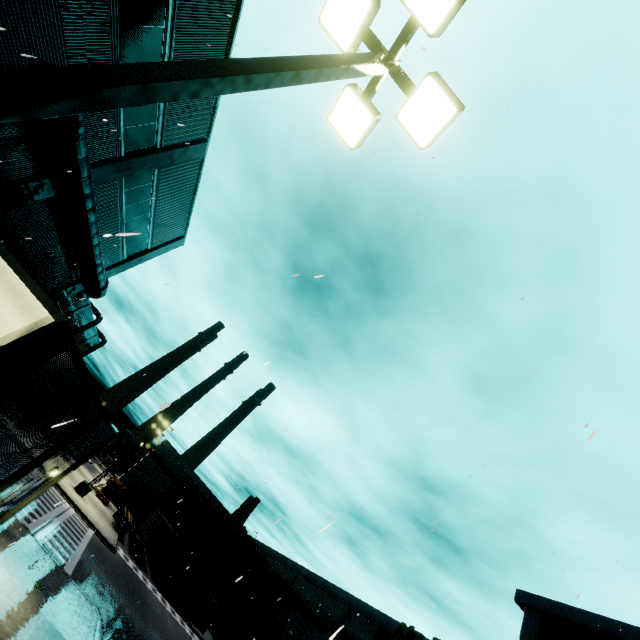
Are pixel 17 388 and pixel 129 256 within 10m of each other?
no

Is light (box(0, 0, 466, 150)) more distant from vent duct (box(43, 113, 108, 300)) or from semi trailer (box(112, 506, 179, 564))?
semi trailer (box(112, 506, 179, 564))

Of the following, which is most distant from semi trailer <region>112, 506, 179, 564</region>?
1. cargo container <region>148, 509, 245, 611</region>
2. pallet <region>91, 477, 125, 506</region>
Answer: pallet <region>91, 477, 125, 506</region>

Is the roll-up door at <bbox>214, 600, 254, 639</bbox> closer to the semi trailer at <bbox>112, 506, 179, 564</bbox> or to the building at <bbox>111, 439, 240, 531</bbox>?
the building at <bbox>111, 439, 240, 531</bbox>

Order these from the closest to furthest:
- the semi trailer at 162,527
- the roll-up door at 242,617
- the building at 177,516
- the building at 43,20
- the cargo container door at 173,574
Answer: the building at 43,20 < the cargo container door at 173,574 < the semi trailer at 162,527 < the roll-up door at 242,617 < the building at 177,516

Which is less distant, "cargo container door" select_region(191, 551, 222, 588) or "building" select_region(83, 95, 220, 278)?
"building" select_region(83, 95, 220, 278)

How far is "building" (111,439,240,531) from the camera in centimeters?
5053cm

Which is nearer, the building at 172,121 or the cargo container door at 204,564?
the building at 172,121
